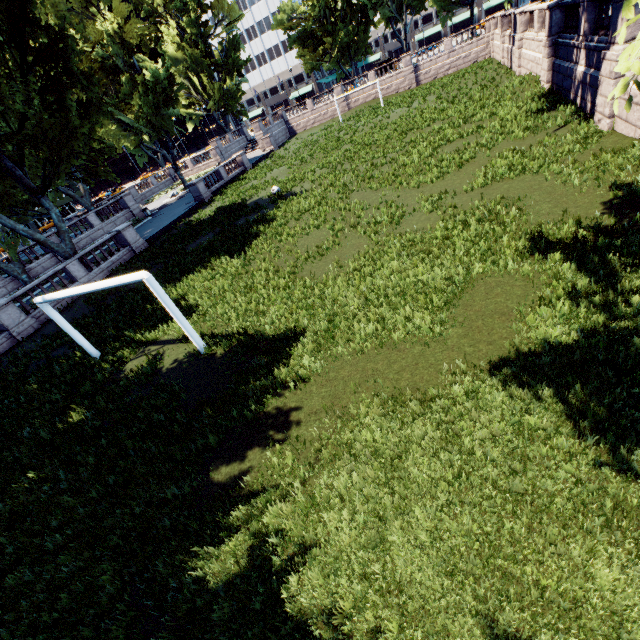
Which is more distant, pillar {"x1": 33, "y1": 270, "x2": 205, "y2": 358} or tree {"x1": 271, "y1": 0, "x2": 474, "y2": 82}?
tree {"x1": 271, "y1": 0, "x2": 474, "y2": 82}

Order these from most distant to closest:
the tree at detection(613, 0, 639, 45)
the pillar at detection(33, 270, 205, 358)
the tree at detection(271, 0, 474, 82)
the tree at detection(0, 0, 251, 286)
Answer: the tree at detection(271, 0, 474, 82), the tree at detection(0, 0, 251, 286), the pillar at detection(33, 270, 205, 358), the tree at detection(613, 0, 639, 45)

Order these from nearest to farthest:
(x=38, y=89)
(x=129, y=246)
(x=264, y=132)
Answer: (x=129, y=246) < (x=38, y=89) < (x=264, y=132)

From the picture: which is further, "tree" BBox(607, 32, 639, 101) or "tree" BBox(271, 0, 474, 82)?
"tree" BBox(271, 0, 474, 82)

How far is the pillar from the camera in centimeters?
889cm

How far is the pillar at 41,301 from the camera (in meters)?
8.89

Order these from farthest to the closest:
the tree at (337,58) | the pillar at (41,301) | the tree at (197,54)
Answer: the tree at (337,58) < the tree at (197,54) < the pillar at (41,301)

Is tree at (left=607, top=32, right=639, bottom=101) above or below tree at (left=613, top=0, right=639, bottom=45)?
below
